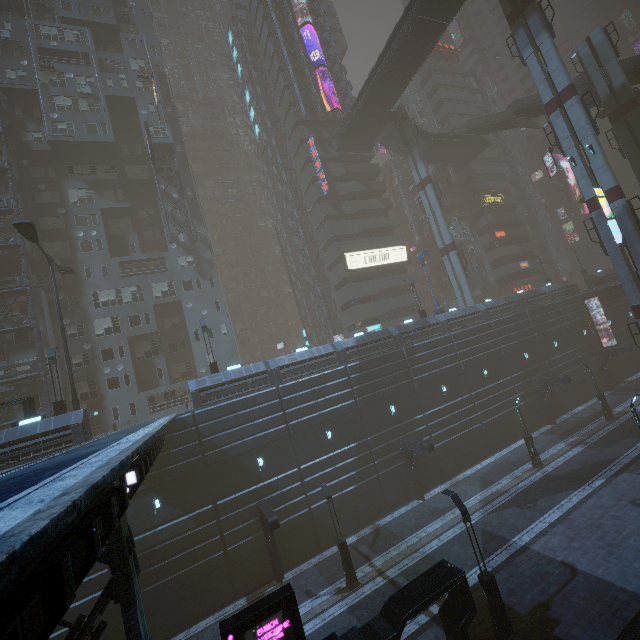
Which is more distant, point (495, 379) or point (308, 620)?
point (495, 379)

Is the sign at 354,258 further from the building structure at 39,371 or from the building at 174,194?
the building structure at 39,371

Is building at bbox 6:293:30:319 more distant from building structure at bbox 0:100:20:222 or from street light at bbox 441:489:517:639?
street light at bbox 441:489:517:639

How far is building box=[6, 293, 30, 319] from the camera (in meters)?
29.59

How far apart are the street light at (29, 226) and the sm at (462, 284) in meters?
38.1 m

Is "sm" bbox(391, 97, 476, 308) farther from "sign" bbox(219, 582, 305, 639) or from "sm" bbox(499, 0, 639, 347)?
"sign" bbox(219, 582, 305, 639)

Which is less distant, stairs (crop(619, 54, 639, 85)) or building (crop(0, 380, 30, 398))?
building (crop(0, 380, 30, 398))

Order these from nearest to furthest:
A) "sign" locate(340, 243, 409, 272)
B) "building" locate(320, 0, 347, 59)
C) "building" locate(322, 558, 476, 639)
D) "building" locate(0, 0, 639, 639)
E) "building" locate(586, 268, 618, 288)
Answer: "building" locate(322, 558, 476, 639)
"building" locate(0, 0, 639, 639)
"sign" locate(340, 243, 409, 272)
"building" locate(586, 268, 618, 288)
"building" locate(320, 0, 347, 59)
